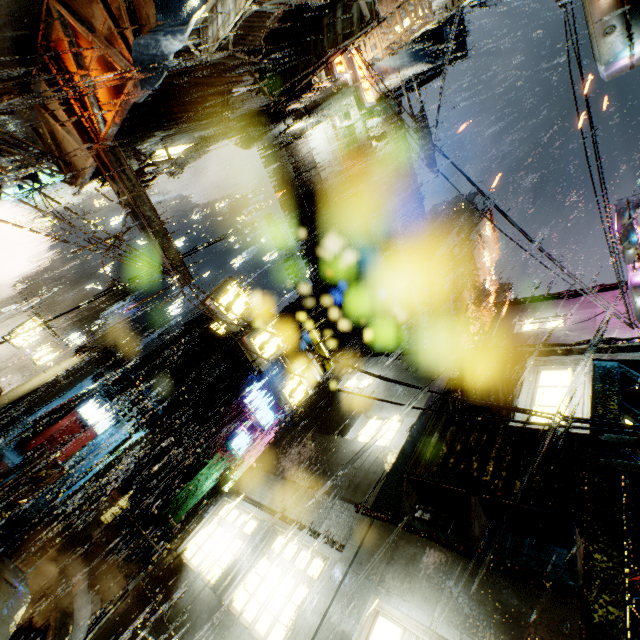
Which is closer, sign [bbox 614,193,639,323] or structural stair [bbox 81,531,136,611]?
sign [bbox 614,193,639,323]

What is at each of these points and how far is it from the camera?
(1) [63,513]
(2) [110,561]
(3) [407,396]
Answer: (1) structural stair, 13.43m
(2) structural stair, 11.84m
(3) building, 10.11m

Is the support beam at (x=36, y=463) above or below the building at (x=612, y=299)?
below

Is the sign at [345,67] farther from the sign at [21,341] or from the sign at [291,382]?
the sign at [21,341]

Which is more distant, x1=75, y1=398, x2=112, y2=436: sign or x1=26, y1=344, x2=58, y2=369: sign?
x1=75, y1=398, x2=112, y2=436: sign

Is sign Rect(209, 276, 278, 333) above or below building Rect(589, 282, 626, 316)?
below

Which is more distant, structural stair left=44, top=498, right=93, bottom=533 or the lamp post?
structural stair left=44, top=498, right=93, bottom=533

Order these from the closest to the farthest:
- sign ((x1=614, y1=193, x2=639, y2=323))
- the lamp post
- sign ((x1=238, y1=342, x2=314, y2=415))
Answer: the lamp post < sign ((x1=614, y1=193, x2=639, y2=323)) < sign ((x1=238, y1=342, x2=314, y2=415))
